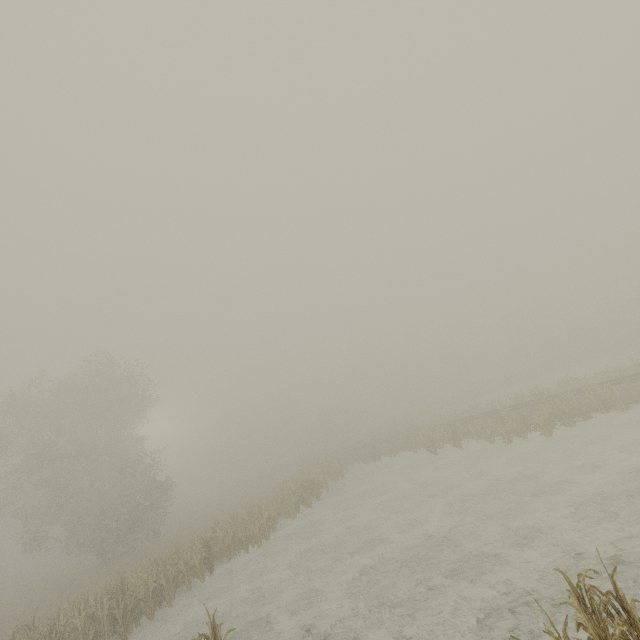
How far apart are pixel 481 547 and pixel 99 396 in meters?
35.1 m
